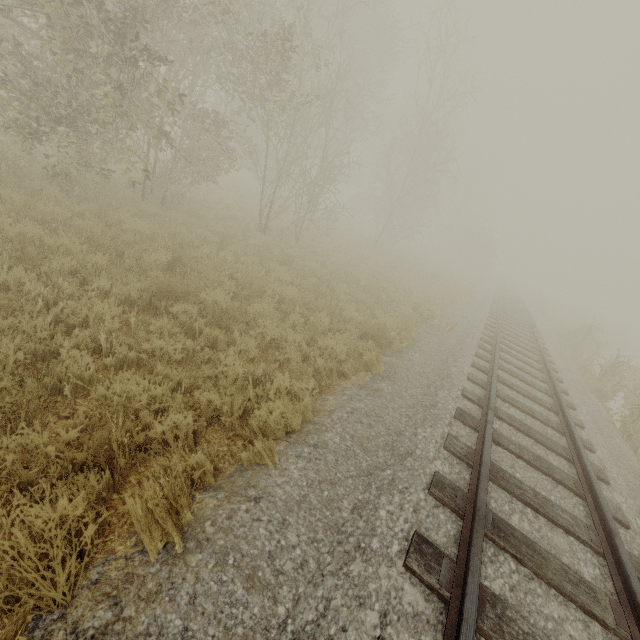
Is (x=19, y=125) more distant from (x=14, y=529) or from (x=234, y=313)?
(x=14, y=529)
